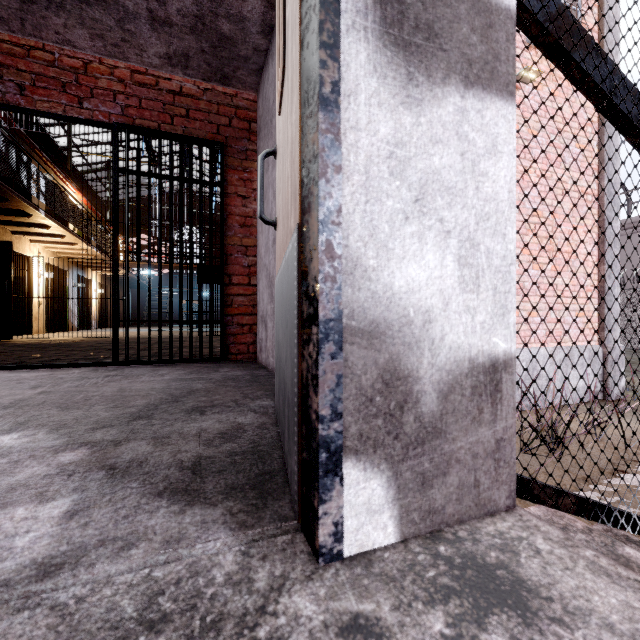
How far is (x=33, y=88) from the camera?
2.96m

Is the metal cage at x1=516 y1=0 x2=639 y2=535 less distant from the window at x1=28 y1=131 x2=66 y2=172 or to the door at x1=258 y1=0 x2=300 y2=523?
the door at x1=258 y1=0 x2=300 y2=523

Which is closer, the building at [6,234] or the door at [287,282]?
the door at [287,282]

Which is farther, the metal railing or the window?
the window

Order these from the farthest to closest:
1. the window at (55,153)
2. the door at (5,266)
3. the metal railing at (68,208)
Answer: the window at (55,153) < the door at (5,266) < the metal railing at (68,208)

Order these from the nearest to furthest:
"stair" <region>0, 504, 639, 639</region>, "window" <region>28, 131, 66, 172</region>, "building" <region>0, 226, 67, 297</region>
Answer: "stair" <region>0, 504, 639, 639</region>, "building" <region>0, 226, 67, 297</region>, "window" <region>28, 131, 66, 172</region>

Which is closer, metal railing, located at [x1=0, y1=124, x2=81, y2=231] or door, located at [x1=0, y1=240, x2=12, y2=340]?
metal railing, located at [x1=0, y1=124, x2=81, y2=231]

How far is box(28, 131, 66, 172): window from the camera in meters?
14.7
